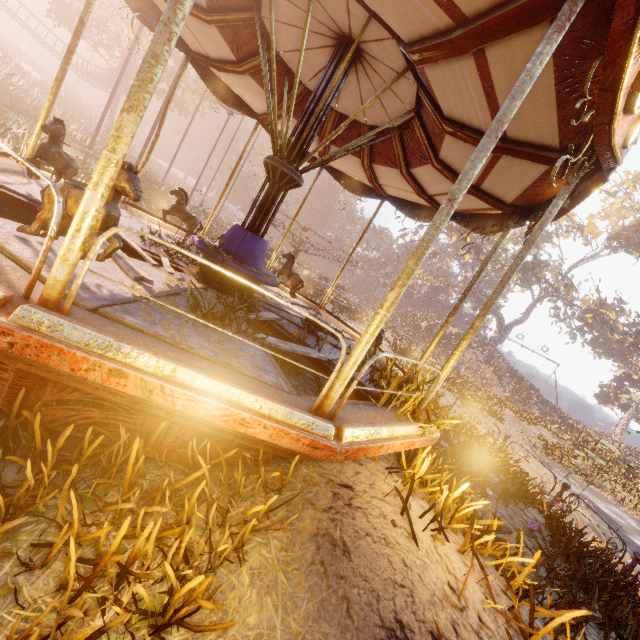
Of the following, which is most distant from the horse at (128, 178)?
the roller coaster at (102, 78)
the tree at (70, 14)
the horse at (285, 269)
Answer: the tree at (70, 14)

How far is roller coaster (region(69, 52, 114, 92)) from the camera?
34.2 meters

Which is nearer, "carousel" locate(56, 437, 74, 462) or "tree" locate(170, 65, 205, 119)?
"carousel" locate(56, 437, 74, 462)

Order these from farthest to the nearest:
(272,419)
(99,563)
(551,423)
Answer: (551,423) < (272,419) < (99,563)

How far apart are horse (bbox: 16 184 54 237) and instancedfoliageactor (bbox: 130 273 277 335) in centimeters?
41cm

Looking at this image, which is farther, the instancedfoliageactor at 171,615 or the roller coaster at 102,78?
the roller coaster at 102,78

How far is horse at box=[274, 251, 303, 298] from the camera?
8.1m

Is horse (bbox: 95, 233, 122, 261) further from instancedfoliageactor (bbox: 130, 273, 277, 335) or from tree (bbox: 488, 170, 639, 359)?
tree (bbox: 488, 170, 639, 359)
